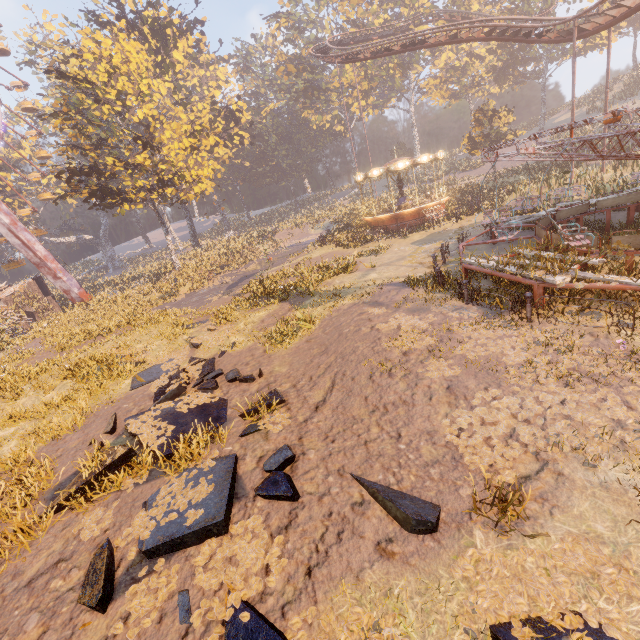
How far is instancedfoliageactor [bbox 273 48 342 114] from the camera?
51.4 meters

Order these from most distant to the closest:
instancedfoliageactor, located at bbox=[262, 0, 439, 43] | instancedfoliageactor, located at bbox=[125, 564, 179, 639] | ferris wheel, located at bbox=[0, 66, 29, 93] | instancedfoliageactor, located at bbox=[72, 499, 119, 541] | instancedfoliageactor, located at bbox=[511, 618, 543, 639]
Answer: instancedfoliageactor, located at bbox=[262, 0, 439, 43], ferris wheel, located at bbox=[0, 66, 29, 93], instancedfoliageactor, located at bbox=[72, 499, 119, 541], instancedfoliageactor, located at bbox=[125, 564, 179, 639], instancedfoliageactor, located at bbox=[511, 618, 543, 639]

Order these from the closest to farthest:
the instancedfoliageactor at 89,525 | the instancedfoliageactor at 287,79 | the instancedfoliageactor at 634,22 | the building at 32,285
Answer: the instancedfoliageactor at 89,525, the building at 32,285, the instancedfoliageactor at 634,22, the instancedfoliageactor at 287,79

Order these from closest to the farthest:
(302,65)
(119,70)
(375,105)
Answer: (119,70) < (302,65) < (375,105)

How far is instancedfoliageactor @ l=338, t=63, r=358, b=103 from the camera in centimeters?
5075cm

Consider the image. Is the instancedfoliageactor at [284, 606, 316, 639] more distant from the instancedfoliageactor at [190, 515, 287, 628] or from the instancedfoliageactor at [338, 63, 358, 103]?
the instancedfoliageactor at [338, 63, 358, 103]

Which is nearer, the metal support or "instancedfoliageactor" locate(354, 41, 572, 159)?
the metal support

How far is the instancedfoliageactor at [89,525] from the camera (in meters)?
5.42
